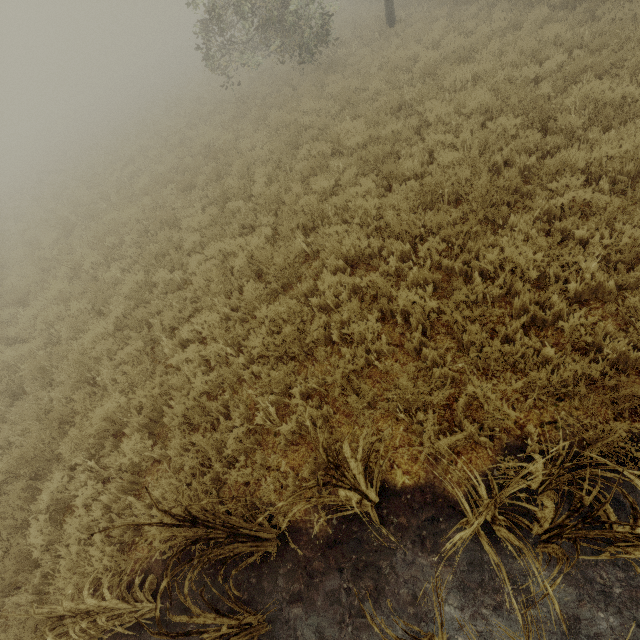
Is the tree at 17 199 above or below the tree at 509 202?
above

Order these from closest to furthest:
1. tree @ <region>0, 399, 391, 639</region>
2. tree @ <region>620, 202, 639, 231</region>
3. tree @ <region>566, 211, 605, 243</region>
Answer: tree @ <region>0, 399, 391, 639</region>
tree @ <region>620, 202, 639, 231</region>
tree @ <region>566, 211, 605, 243</region>

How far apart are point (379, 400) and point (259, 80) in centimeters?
1963cm

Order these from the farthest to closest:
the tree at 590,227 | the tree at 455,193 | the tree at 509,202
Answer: the tree at 455,193 → the tree at 509,202 → the tree at 590,227

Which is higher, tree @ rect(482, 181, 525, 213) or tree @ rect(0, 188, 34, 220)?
tree @ rect(0, 188, 34, 220)

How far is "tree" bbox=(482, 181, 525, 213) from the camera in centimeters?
497cm
